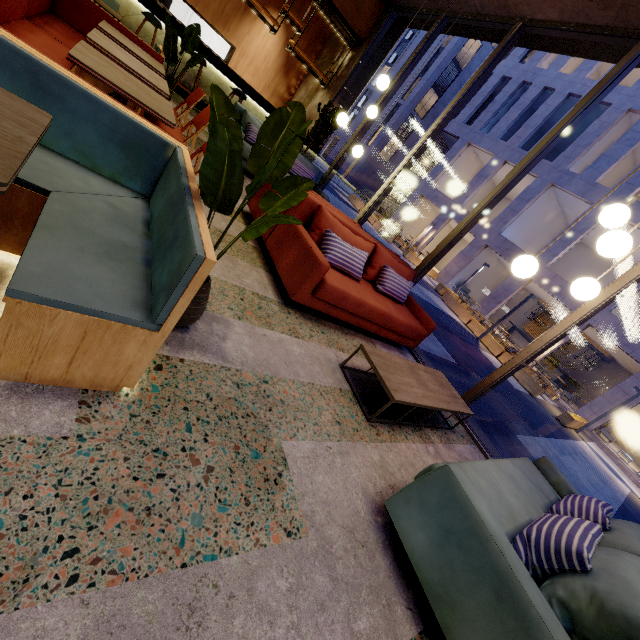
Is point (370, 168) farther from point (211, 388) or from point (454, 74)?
point (211, 388)

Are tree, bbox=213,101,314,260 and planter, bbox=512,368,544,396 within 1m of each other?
no

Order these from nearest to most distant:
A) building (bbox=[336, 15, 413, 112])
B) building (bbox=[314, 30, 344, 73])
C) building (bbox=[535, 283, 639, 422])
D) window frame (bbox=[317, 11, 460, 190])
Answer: window frame (bbox=[317, 11, 460, 190]) < building (bbox=[336, 15, 413, 112]) < building (bbox=[314, 30, 344, 73]) < building (bbox=[535, 283, 639, 422])

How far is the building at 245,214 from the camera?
3.23m

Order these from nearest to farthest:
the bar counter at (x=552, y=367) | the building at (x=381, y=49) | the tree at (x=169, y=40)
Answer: the tree at (x=169, y=40), the building at (x=381, y=49), the bar counter at (x=552, y=367)

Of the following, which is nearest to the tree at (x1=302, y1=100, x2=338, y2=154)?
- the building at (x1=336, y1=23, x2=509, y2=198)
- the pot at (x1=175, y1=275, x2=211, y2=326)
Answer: the pot at (x1=175, y1=275, x2=211, y2=326)

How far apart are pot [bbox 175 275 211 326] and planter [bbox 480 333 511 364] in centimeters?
1453cm

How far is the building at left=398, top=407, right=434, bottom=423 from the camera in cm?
312
